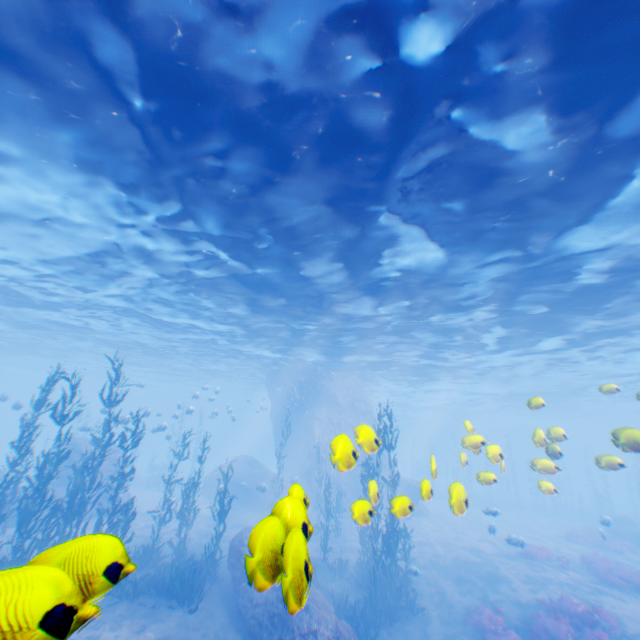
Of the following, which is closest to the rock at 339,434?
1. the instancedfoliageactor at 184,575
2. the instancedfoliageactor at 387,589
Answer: the instancedfoliageactor at 184,575

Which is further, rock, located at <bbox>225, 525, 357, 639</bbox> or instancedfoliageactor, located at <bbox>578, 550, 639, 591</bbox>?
instancedfoliageactor, located at <bbox>578, 550, 639, 591</bbox>

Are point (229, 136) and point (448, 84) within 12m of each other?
yes

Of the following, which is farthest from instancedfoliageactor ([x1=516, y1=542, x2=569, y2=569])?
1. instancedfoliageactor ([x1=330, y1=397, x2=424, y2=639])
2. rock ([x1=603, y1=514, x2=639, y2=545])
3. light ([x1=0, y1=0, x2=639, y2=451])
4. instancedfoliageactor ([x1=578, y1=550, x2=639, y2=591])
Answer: light ([x1=0, y1=0, x2=639, y2=451])

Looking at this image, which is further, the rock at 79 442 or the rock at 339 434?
the rock at 79 442

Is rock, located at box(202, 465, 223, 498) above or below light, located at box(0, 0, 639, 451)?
below

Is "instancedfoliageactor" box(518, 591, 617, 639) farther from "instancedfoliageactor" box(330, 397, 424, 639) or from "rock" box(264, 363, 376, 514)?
"instancedfoliageactor" box(330, 397, 424, 639)
